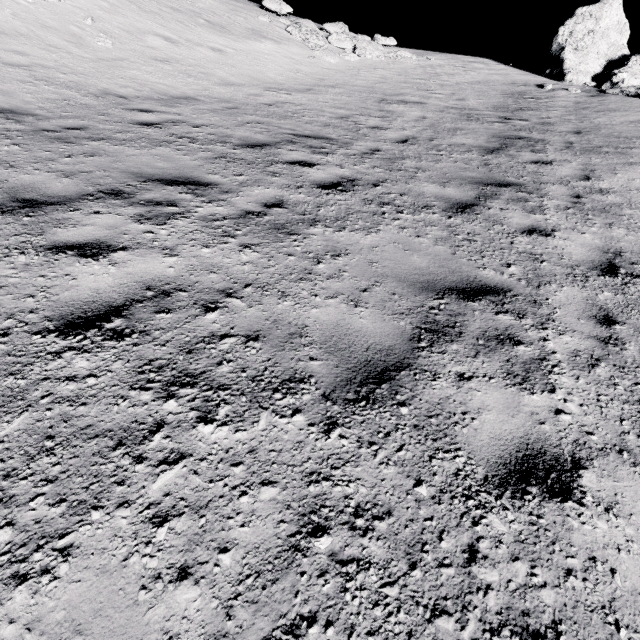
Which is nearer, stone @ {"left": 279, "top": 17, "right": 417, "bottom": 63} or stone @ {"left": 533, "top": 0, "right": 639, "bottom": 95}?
stone @ {"left": 533, "top": 0, "right": 639, "bottom": 95}

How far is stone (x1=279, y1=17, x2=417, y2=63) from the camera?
15.1m

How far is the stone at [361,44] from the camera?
15.1 meters

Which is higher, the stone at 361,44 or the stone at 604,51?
the stone at 604,51

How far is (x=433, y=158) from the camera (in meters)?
7.31

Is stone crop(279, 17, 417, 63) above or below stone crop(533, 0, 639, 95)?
below
